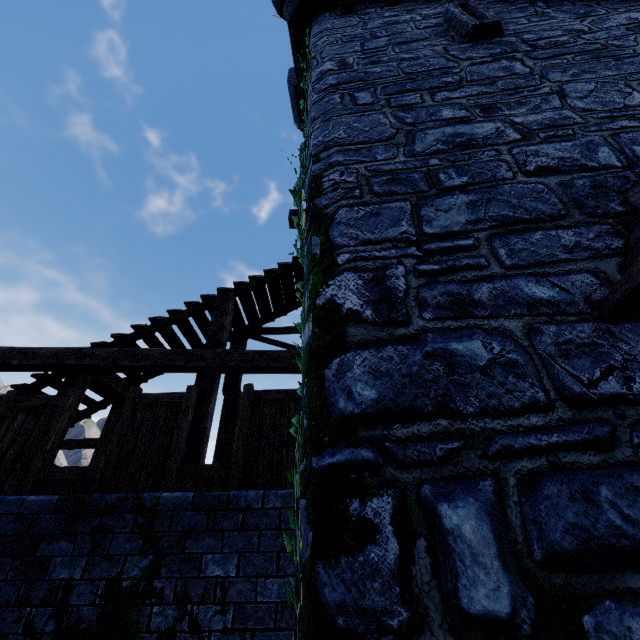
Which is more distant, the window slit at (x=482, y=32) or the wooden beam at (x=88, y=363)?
the wooden beam at (x=88, y=363)

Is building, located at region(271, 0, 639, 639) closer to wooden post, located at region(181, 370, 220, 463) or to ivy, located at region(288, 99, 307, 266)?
ivy, located at region(288, 99, 307, 266)

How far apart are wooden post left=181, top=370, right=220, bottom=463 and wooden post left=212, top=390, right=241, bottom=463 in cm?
108

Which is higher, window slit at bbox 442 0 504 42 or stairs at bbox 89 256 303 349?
window slit at bbox 442 0 504 42

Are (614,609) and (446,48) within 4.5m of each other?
no

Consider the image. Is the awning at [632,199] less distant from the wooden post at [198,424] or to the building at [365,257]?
the building at [365,257]

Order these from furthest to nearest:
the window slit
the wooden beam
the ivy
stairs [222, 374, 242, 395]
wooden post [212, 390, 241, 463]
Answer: stairs [222, 374, 242, 395]
wooden post [212, 390, 241, 463]
the wooden beam
the window slit
the ivy

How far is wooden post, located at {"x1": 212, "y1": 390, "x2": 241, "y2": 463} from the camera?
6.5m
